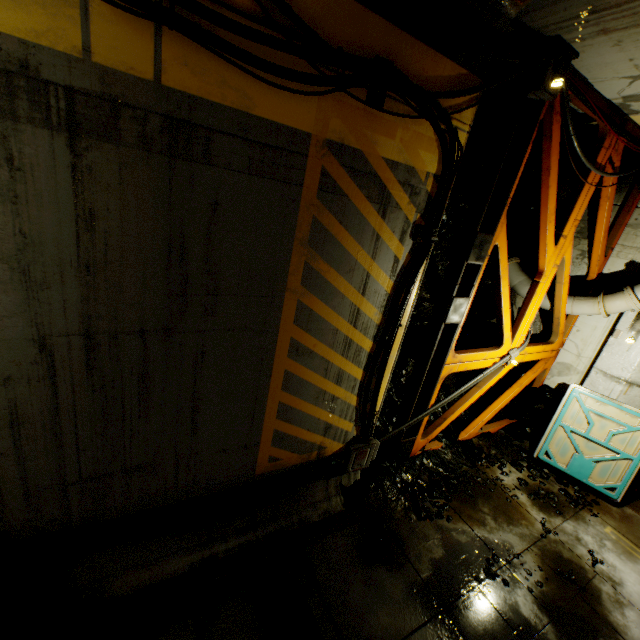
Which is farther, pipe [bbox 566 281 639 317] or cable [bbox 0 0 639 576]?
pipe [bbox 566 281 639 317]

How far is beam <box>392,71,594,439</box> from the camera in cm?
455

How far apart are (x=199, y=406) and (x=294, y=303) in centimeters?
163cm

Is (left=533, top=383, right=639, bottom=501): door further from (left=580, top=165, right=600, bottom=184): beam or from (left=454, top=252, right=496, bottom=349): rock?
(left=580, top=165, right=600, bottom=184): beam

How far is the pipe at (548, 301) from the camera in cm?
768

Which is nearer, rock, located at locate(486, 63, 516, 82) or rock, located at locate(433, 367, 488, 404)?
rock, located at locate(486, 63, 516, 82)

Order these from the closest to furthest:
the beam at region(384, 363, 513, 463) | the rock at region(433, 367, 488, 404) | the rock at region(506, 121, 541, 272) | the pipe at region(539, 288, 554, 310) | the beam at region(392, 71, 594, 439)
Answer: the beam at region(392, 71, 594, 439) < the rock at region(506, 121, 541, 272) < the beam at region(384, 363, 513, 463) < the pipe at region(539, 288, 554, 310) < the rock at region(433, 367, 488, 404)

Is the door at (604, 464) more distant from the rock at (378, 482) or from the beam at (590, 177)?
the beam at (590, 177)
